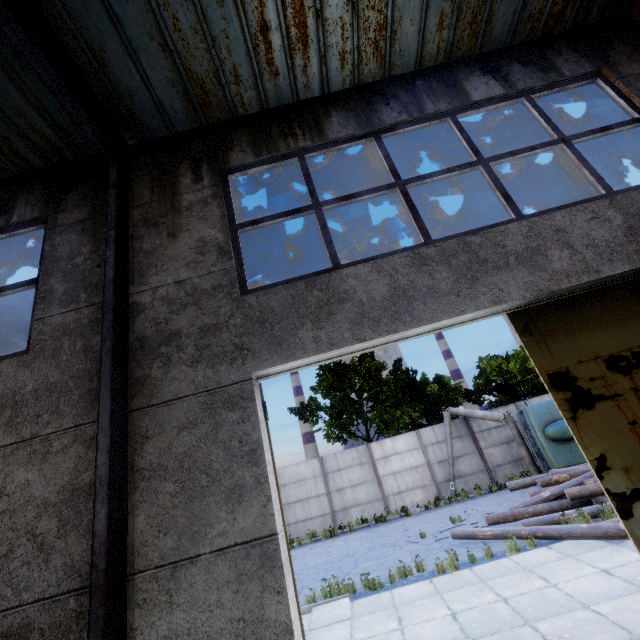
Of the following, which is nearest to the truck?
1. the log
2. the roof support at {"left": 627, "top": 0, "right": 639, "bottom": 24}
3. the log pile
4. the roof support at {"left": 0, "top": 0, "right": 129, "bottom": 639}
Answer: the log pile

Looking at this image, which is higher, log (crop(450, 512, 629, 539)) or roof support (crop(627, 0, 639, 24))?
roof support (crop(627, 0, 639, 24))

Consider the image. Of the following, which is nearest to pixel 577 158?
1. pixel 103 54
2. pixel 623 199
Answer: pixel 623 199

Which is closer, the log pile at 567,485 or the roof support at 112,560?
the roof support at 112,560

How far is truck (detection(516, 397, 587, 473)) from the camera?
13.39m

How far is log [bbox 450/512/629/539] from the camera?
7.28m

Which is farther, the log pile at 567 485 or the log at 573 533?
the log pile at 567 485

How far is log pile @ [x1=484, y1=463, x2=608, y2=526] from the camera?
9.6m
